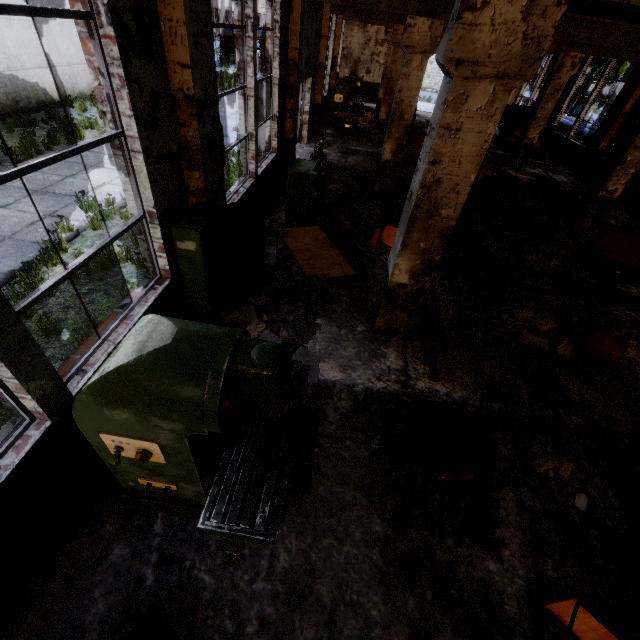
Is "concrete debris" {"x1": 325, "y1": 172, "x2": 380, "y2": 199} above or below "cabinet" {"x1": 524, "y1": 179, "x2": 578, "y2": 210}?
below

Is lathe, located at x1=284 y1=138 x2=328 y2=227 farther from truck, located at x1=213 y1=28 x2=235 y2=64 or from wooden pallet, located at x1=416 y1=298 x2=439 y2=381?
truck, located at x1=213 y1=28 x2=235 y2=64

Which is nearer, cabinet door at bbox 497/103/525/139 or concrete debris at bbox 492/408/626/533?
concrete debris at bbox 492/408/626/533

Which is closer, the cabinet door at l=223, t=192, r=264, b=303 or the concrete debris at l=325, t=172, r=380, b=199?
the cabinet door at l=223, t=192, r=264, b=303

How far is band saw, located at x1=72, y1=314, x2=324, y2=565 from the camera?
1.8 meters

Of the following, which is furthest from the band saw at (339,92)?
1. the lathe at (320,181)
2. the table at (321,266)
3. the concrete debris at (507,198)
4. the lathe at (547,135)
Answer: the table at (321,266)

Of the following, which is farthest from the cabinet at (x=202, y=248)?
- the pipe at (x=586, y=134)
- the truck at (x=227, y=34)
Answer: the truck at (x=227, y=34)

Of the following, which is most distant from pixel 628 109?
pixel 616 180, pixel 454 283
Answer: pixel 454 283
